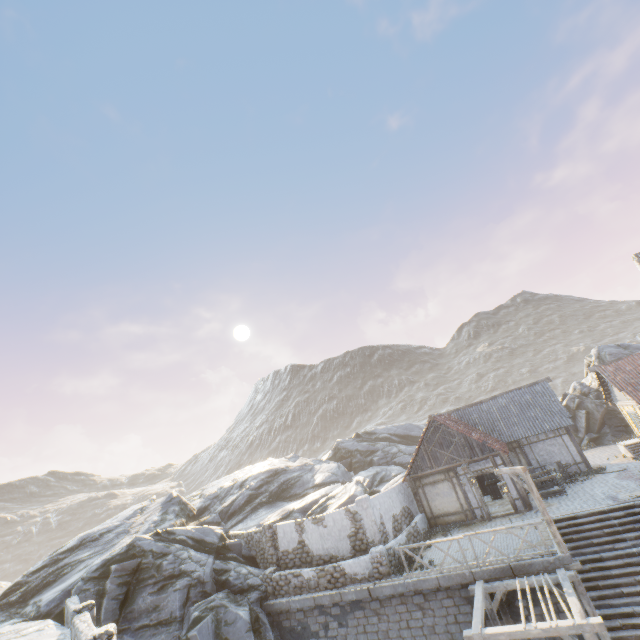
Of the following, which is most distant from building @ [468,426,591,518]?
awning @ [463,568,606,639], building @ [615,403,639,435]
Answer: awning @ [463,568,606,639]

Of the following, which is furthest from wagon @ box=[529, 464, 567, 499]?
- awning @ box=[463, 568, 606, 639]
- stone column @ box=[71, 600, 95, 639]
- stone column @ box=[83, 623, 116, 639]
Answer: stone column @ box=[71, 600, 95, 639]

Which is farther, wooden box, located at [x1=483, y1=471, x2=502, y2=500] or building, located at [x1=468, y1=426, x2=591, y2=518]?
wooden box, located at [x1=483, y1=471, x2=502, y2=500]

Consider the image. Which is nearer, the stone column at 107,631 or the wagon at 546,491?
the stone column at 107,631

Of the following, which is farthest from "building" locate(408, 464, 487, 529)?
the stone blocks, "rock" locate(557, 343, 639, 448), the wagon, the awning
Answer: the awning

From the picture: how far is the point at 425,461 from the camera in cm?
1950

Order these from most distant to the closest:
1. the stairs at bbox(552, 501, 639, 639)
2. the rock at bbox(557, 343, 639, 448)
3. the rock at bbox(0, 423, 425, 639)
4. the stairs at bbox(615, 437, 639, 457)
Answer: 1. the rock at bbox(557, 343, 639, 448)
2. the stairs at bbox(615, 437, 639, 457)
3. the rock at bbox(0, 423, 425, 639)
4. the stairs at bbox(552, 501, 639, 639)

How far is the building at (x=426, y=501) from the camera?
18.1 meters
